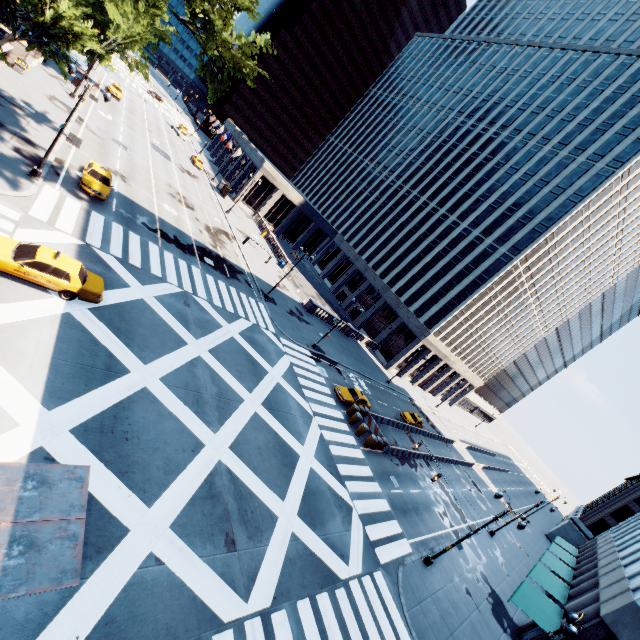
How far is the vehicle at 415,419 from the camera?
41.7 meters

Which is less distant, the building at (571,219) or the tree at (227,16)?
the tree at (227,16)

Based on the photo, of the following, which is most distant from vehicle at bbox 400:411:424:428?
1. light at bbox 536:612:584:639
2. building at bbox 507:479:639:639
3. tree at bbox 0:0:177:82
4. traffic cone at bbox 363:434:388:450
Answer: tree at bbox 0:0:177:82

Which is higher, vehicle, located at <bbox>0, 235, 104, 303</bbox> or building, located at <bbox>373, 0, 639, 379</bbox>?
building, located at <bbox>373, 0, 639, 379</bbox>

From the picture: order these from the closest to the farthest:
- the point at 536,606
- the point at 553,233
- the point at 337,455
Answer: the point at 536,606
the point at 337,455
the point at 553,233

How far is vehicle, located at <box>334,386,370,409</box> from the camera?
Result: 30.97m

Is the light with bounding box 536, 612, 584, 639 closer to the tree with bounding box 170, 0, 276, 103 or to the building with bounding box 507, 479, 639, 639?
the building with bounding box 507, 479, 639, 639

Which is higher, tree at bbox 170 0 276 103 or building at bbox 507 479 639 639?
tree at bbox 170 0 276 103
